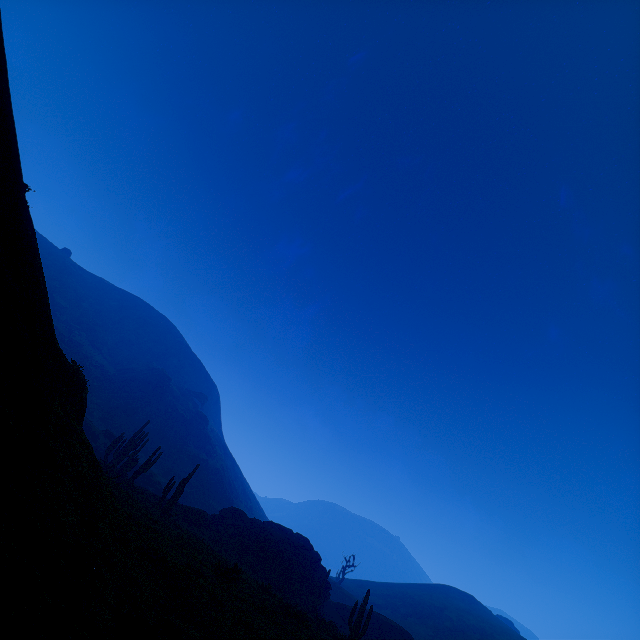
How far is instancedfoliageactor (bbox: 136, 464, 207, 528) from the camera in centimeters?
2384cm

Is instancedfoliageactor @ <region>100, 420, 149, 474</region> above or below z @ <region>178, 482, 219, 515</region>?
below

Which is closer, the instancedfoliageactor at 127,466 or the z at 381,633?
the instancedfoliageactor at 127,466

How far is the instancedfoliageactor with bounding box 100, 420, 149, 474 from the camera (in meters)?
31.38

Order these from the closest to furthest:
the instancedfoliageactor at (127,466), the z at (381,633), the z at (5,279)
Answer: the z at (5,279), the instancedfoliageactor at (127,466), the z at (381,633)

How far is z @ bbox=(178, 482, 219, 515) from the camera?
55.75m

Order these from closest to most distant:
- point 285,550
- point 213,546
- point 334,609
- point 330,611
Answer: point 213,546 → point 285,550 → point 330,611 → point 334,609

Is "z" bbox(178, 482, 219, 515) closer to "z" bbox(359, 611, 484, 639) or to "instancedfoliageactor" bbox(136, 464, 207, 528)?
"z" bbox(359, 611, 484, 639)
